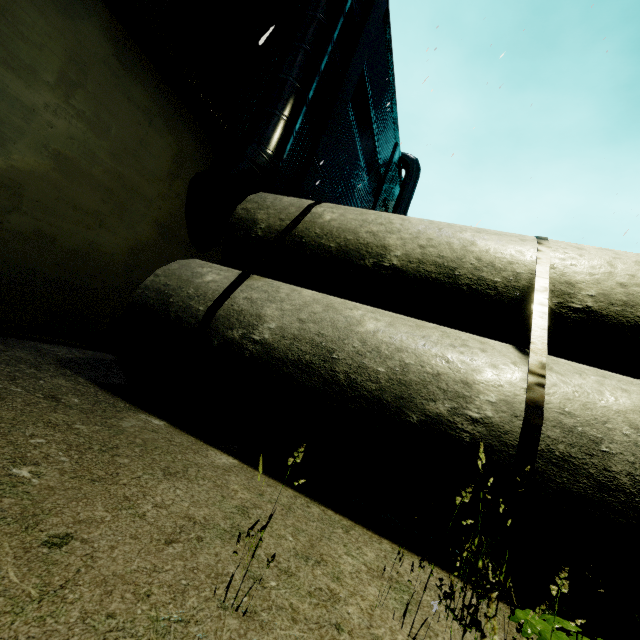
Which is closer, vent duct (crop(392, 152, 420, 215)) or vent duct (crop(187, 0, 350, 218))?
vent duct (crop(187, 0, 350, 218))

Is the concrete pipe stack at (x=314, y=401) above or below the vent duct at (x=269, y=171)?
below

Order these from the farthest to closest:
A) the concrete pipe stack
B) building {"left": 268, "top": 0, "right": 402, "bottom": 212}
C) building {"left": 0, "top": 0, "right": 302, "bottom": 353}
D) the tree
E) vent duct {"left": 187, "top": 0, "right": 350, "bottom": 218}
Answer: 1. building {"left": 268, "top": 0, "right": 402, "bottom": 212}
2. vent duct {"left": 187, "top": 0, "right": 350, "bottom": 218}
3. building {"left": 0, "top": 0, "right": 302, "bottom": 353}
4. the concrete pipe stack
5. the tree

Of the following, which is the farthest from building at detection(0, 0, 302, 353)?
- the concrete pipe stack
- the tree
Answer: the tree

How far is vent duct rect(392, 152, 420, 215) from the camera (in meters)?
20.11

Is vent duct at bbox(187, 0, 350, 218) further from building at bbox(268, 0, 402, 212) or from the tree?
the tree

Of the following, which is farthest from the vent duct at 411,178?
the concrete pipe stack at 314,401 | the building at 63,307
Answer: the concrete pipe stack at 314,401

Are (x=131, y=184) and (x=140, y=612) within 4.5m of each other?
no
